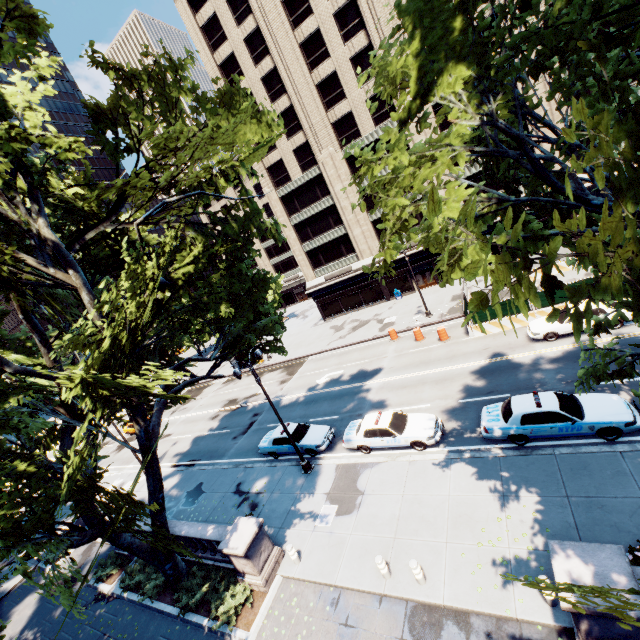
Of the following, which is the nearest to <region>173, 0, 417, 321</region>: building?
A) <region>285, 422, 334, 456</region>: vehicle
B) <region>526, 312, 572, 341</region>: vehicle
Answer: <region>526, 312, 572, 341</region>: vehicle

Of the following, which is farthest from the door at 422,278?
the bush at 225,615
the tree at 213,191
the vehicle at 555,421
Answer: the bush at 225,615

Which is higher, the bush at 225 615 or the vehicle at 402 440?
the vehicle at 402 440

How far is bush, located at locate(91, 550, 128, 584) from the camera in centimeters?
1695cm

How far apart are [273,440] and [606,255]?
19.7 meters

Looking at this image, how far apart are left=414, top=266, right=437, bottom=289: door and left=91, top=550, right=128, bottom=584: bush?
35.4m

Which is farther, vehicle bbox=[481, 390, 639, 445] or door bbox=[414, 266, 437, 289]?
door bbox=[414, 266, 437, 289]

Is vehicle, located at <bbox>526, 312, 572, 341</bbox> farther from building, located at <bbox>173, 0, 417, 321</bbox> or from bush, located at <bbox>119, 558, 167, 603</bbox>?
bush, located at <bbox>119, 558, 167, 603</bbox>
